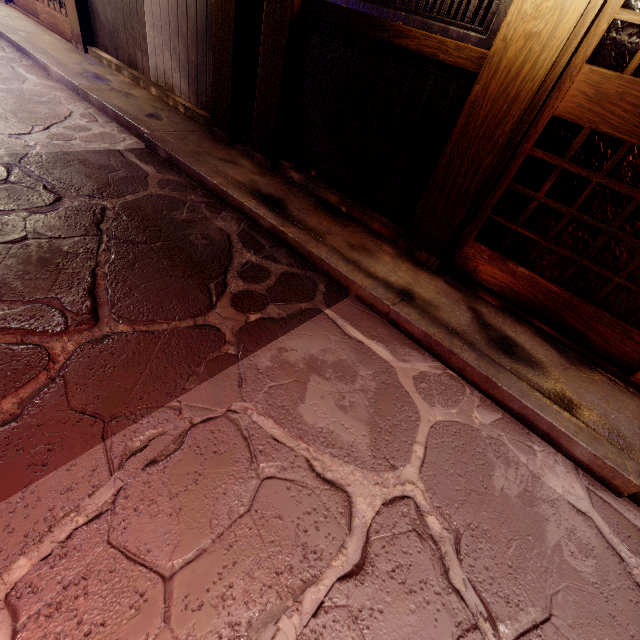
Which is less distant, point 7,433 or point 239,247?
point 7,433

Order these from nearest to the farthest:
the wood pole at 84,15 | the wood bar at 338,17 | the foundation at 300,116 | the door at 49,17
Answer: the wood bar at 338,17, the foundation at 300,116, the wood pole at 84,15, the door at 49,17

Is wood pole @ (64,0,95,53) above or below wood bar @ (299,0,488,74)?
below

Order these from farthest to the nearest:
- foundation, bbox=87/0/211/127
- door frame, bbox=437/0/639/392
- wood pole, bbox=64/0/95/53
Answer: wood pole, bbox=64/0/95/53 < foundation, bbox=87/0/211/127 < door frame, bbox=437/0/639/392

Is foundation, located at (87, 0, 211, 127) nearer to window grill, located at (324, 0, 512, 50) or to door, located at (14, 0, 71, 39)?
door, located at (14, 0, 71, 39)

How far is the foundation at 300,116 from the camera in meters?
5.0 m

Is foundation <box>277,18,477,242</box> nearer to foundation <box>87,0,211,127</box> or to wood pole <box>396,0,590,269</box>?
wood pole <box>396,0,590,269</box>

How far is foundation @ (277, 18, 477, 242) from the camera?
5.0 meters
